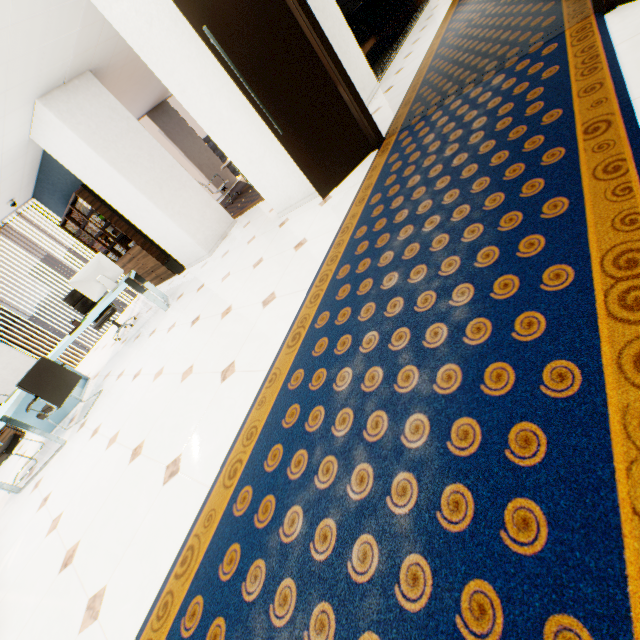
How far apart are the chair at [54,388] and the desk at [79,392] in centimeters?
11cm

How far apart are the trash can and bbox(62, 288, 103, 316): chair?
1.2 meters

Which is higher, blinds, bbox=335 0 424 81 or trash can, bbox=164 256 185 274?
blinds, bbox=335 0 424 81

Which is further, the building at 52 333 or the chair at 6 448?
the building at 52 333

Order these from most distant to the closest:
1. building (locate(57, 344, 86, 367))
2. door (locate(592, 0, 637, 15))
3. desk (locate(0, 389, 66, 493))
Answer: building (locate(57, 344, 86, 367)) → desk (locate(0, 389, 66, 493)) → door (locate(592, 0, 637, 15))

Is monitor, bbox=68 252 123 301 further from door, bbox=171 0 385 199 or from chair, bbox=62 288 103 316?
door, bbox=171 0 385 199

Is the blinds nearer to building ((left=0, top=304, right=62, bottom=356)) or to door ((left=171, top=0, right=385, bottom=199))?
door ((left=171, top=0, right=385, bottom=199))

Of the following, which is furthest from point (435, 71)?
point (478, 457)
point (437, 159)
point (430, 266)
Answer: point (478, 457)
